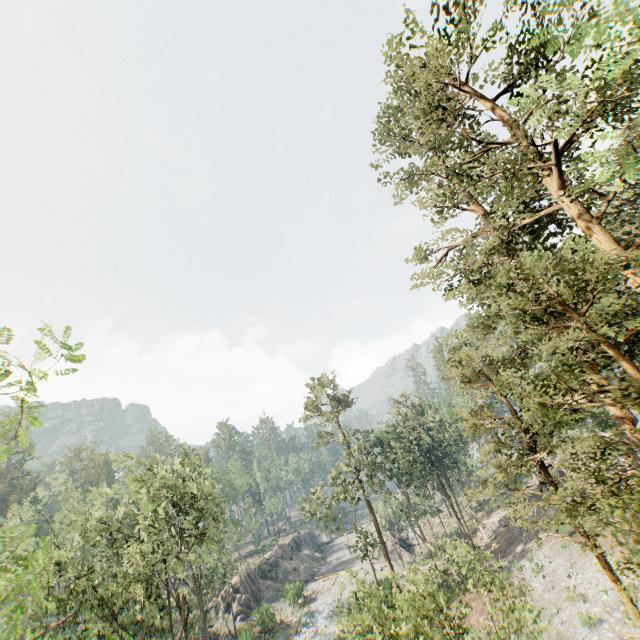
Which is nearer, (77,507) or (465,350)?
(465,350)

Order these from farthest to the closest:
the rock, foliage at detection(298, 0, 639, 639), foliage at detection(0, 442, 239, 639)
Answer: the rock → foliage at detection(298, 0, 639, 639) → foliage at detection(0, 442, 239, 639)

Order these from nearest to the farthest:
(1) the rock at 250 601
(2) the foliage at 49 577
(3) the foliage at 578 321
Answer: (2) the foliage at 49 577
(3) the foliage at 578 321
(1) the rock at 250 601

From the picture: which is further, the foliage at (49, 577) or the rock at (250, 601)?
the rock at (250, 601)

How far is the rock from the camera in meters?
43.0 m

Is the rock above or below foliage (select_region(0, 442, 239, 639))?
below

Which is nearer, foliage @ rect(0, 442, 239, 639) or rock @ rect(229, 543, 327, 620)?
foliage @ rect(0, 442, 239, 639)
